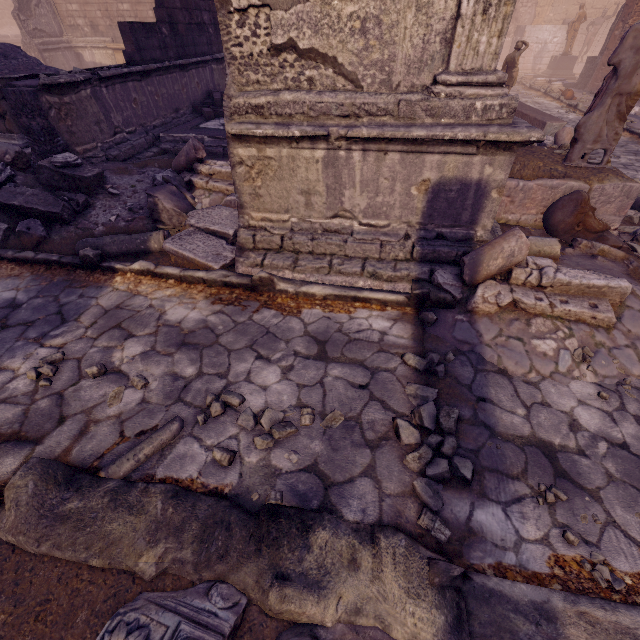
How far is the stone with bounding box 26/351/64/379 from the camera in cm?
284

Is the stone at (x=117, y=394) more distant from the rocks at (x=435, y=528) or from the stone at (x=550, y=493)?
the stone at (x=550, y=493)

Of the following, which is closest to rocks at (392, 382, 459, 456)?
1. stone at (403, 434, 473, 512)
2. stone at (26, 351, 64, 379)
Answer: stone at (403, 434, 473, 512)

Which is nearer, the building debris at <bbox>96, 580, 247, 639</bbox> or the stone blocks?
the building debris at <bbox>96, 580, 247, 639</bbox>

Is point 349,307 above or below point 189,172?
below

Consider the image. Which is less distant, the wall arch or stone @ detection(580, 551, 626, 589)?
stone @ detection(580, 551, 626, 589)

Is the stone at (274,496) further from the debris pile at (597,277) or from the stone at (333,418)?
the debris pile at (597,277)

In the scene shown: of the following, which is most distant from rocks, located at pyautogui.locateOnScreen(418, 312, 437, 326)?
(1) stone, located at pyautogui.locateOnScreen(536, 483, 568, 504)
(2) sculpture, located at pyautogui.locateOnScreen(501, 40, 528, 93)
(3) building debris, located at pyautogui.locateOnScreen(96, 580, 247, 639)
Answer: (2) sculpture, located at pyautogui.locateOnScreen(501, 40, 528, 93)
